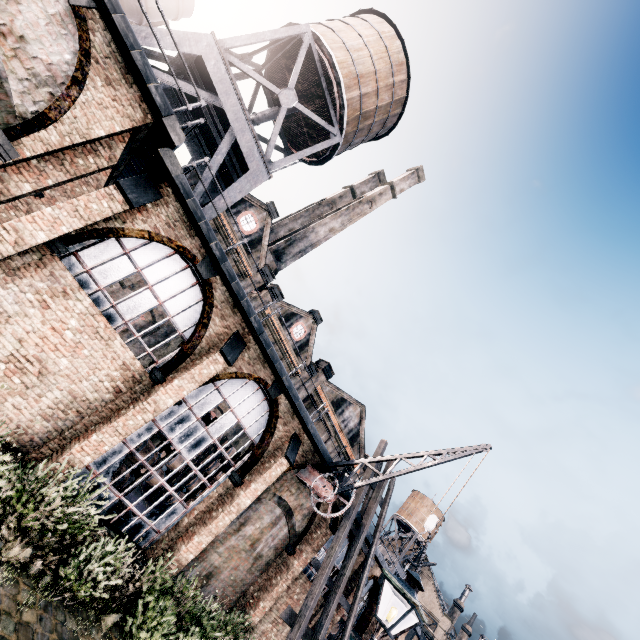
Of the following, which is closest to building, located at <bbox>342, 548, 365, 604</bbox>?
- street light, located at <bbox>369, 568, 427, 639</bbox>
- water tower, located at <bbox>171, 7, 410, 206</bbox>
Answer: water tower, located at <bbox>171, 7, 410, 206</bbox>

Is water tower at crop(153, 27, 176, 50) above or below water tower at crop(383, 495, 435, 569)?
below

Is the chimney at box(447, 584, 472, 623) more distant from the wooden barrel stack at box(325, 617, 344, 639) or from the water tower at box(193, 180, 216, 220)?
the water tower at box(193, 180, 216, 220)

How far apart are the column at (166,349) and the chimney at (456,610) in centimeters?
6516cm

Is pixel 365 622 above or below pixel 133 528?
above

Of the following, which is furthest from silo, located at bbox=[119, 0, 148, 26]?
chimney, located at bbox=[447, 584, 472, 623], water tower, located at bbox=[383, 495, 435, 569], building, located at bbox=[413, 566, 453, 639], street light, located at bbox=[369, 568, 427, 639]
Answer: chimney, located at bbox=[447, 584, 472, 623]

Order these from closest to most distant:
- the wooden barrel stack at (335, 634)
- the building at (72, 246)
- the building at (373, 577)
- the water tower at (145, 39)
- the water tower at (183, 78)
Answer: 1. the building at (72, 246)
2. the water tower at (145, 39)
3. the water tower at (183, 78)
4. the building at (373, 577)
5. the wooden barrel stack at (335, 634)

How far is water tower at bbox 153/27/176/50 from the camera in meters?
12.0 m
